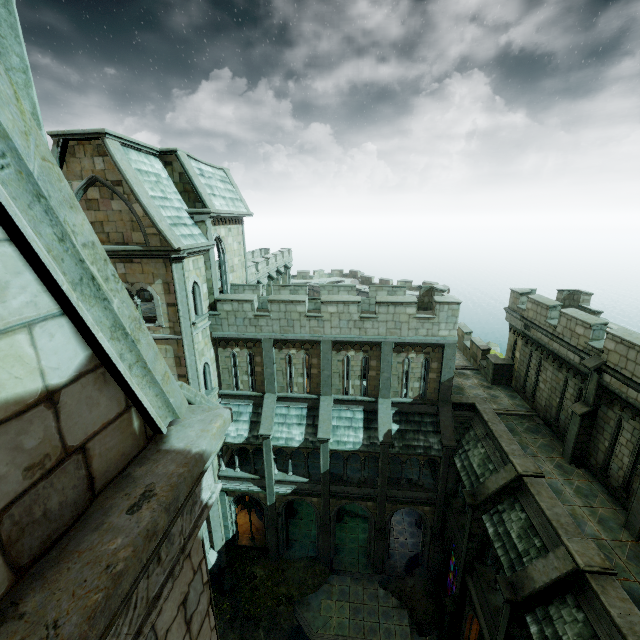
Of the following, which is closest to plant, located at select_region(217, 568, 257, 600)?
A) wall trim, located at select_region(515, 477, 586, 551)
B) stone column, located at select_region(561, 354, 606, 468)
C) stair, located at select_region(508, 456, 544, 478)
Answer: wall trim, located at select_region(515, 477, 586, 551)

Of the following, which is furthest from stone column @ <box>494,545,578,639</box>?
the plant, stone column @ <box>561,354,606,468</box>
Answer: the plant

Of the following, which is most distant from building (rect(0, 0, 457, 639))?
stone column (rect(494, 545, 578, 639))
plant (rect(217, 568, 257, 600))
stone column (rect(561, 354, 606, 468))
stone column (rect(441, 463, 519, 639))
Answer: stone column (rect(494, 545, 578, 639))

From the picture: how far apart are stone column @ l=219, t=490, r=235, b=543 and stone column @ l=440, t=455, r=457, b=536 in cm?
1232

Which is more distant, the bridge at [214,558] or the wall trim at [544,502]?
the bridge at [214,558]

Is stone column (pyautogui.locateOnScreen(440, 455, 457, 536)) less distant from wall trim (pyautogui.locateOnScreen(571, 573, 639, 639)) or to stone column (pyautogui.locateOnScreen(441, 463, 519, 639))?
wall trim (pyautogui.locateOnScreen(571, 573, 639, 639))

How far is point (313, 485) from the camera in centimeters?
1850cm

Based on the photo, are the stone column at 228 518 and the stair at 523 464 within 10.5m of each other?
no
